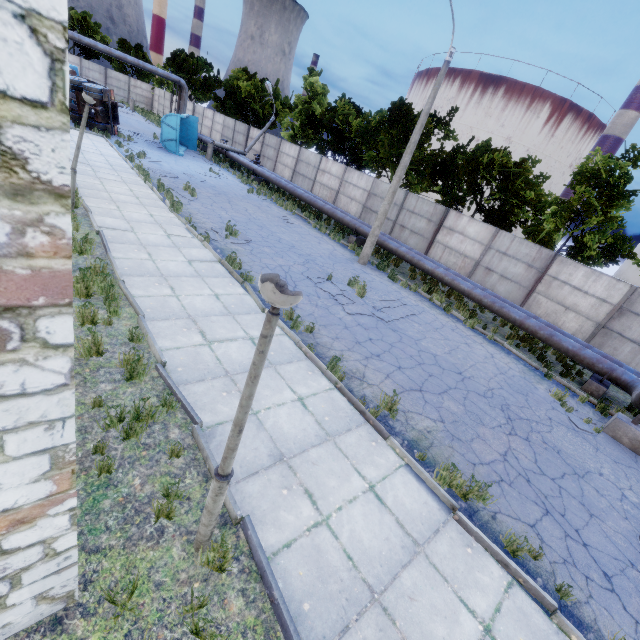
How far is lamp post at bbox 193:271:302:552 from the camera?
2.1m

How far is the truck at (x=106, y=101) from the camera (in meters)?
20.78

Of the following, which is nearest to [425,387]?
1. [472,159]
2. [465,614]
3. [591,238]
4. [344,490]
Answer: [344,490]

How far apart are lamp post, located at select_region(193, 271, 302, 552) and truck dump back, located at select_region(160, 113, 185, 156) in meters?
28.3

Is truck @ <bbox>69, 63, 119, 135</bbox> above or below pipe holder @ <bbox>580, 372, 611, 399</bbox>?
above

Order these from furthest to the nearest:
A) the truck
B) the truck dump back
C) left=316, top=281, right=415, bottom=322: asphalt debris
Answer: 1. the truck dump back
2. the truck
3. left=316, top=281, right=415, bottom=322: asphalt debris

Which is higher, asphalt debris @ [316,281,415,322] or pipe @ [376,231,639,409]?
pipe @ [376,231,639,409]

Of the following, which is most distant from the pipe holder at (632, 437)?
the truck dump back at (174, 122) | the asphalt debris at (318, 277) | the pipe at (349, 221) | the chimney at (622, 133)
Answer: the chimney at (622, 133)
